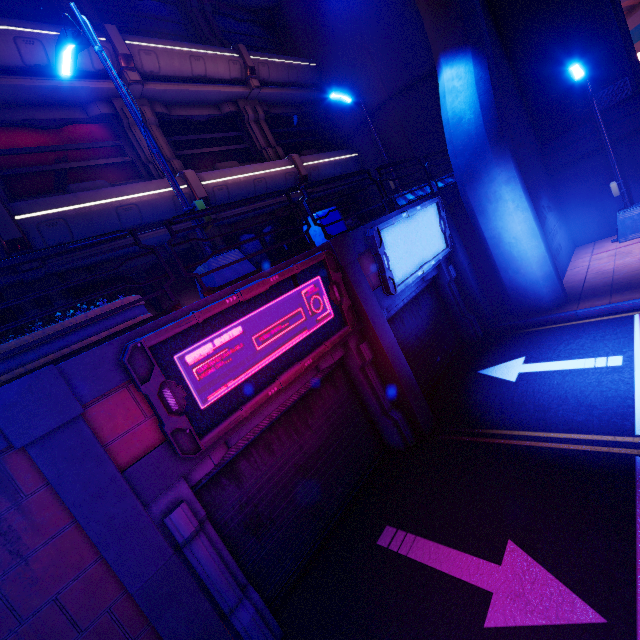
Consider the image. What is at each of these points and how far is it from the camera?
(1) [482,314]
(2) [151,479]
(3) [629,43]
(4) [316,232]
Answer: (1) column, 10.5m
(2) beam, 3.9m
(3) tunnel, 12.3m
(4) trash can, 7.8m

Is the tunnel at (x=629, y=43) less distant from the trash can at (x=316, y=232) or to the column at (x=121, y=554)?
the trash can at (x=316, y=232)

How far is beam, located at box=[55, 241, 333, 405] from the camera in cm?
345

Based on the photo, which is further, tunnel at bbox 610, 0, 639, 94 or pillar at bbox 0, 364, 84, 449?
tunnel at bbox 610, 0, 639, 94

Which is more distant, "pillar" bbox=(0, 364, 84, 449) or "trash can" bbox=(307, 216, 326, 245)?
"trash can" bbox=(307, 216, 326, 245)

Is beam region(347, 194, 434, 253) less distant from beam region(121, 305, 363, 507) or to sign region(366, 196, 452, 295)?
sign region(366, 196, 452, 295)

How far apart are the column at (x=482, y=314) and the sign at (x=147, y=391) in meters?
5.6 m

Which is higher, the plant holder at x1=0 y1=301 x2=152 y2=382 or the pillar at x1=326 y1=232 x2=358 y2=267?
the plant holder at x1=0 y1=301 x2=152 y2=382
